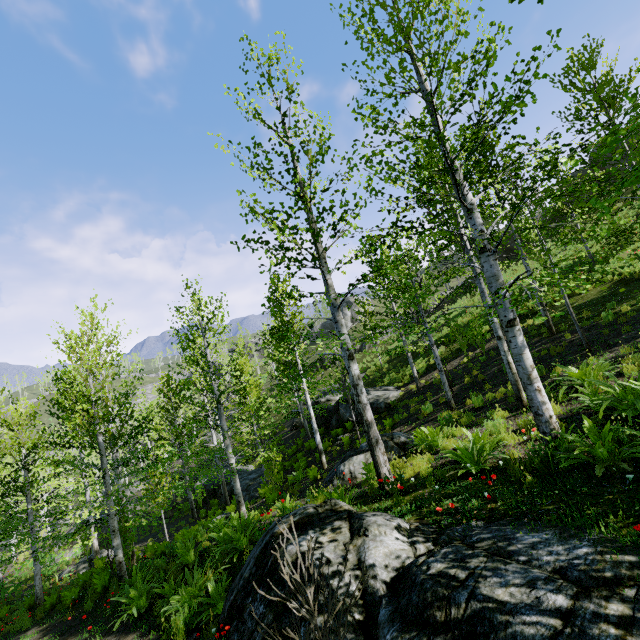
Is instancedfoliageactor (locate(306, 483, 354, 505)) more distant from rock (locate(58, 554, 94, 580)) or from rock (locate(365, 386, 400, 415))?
rock (locate(365, 386, 400, 415))

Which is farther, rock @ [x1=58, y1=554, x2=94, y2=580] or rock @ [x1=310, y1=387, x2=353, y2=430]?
rock @ [x1=310, y1=387, x2=353, y2=430]

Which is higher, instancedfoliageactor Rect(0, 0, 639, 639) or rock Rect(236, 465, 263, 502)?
instancedfoliageactor Rect(0, 0, 639, 639)

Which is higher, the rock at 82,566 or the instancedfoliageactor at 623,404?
the instancedfoliageactor at 623,404

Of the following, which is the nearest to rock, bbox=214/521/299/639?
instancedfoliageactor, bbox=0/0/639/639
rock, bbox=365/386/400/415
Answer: rock, bbox=365/386/400/415

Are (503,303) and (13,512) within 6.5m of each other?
no

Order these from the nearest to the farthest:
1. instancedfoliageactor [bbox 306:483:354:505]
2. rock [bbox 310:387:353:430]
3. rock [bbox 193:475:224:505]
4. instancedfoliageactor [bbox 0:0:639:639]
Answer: instancedfoliageactor [bbox 0:0:639:639]
instancedfoliageactor [bbox 306:483:354:505]
rock [bbox 310:387:353:430]
rock [bbox 193:475:224:505]

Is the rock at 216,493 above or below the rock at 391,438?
below
